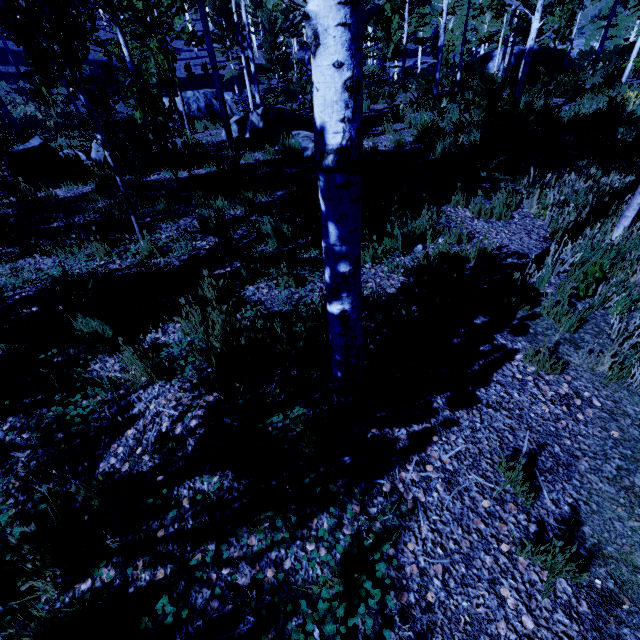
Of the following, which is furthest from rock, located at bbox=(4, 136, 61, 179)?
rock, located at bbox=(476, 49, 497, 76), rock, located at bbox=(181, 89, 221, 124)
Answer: rock, located at bbox=(476, 49, 497, 76)

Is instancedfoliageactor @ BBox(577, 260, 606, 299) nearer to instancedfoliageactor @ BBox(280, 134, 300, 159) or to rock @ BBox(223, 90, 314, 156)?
rock @ BBox(223, 90, 314, 156)

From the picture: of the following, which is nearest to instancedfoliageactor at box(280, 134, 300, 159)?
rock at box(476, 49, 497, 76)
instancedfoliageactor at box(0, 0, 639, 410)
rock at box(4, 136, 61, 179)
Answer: instancedfoliageactor at box(0, 0, 639, 410)

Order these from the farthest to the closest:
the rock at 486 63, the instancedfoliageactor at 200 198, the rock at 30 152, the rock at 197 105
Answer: the rock at 486 63 < the rock at 197 105 < the rock at 30 152 < the instancedfoliageactor at 200 198

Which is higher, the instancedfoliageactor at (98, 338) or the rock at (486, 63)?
the rock at (486, 63)

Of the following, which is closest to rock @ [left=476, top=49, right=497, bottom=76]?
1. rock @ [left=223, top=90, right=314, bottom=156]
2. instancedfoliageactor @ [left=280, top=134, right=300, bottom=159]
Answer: rock @ [left=223, top=90, right=314, bottom=156]

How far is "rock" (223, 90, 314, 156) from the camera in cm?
866

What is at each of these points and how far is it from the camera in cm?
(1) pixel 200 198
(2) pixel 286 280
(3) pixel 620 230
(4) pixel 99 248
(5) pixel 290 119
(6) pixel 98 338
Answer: (1) instancedfoliageactor, 610
(2) instancedfoliageactor, 394
(3) instancedfoliageactor, 421
(4) instancedfoliageactor, 486
(5) rock, 1084
(6) instancedfoliageactor, 319
